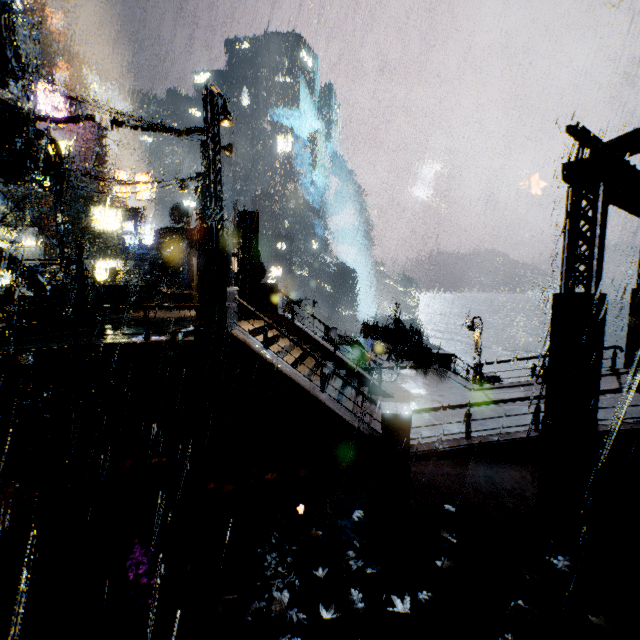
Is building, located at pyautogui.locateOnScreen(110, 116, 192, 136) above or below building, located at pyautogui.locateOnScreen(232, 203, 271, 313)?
above

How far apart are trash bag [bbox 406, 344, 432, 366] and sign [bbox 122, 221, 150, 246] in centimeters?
3828cm

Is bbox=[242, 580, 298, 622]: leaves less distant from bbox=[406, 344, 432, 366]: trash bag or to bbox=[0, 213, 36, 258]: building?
bbox=[0, 213, 36, 258]: building

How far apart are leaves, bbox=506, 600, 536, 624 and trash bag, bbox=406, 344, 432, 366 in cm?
1435

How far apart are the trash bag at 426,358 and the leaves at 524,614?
14.35m

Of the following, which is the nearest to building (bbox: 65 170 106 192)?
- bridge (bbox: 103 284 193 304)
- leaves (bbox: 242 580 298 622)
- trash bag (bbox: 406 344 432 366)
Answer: bridge (bbox: 103 284 193 304)

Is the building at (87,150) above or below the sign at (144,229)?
above

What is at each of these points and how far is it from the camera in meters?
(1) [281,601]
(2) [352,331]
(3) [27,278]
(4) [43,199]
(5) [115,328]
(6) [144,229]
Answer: (1) leaves, 5.0 m
(2) building, 57.8 m
(3) pipe, 15.4 m
(4) support beam, 29.2 m
(5) building, 12.7 m
(6) sign, 42.0 m
